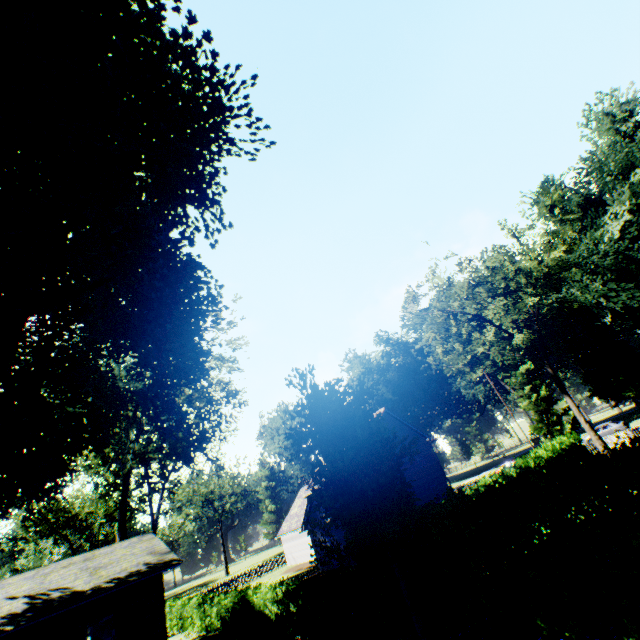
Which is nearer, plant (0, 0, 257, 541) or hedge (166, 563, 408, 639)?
plant (0, 0, 257, 541)

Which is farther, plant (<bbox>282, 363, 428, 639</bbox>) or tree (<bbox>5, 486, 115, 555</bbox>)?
tree (<bbox>5, 486, 115, 555</bbox>)

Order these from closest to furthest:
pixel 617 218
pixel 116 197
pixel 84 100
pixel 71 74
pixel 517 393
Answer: pixel 71 74
pixel 84 100
pixel 116 197
pixel 617 218
pixel 517 393

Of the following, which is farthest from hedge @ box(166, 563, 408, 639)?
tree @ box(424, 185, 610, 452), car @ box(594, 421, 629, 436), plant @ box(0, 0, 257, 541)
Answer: car @ box(594, 421, 629, 436)

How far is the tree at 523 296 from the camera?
26.93m

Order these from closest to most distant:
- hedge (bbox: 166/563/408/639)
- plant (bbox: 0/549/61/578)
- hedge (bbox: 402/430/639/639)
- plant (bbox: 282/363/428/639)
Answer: hedge (bbox: 402/430/639/639), plant (bbox: 282/363/428/639), hedge (bbox: 166/563/408/639), plant (bbox: 0/549/61/578)

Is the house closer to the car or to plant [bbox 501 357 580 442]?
the car

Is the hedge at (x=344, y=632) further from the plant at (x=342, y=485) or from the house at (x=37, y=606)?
the house at (x=37, y=606)
